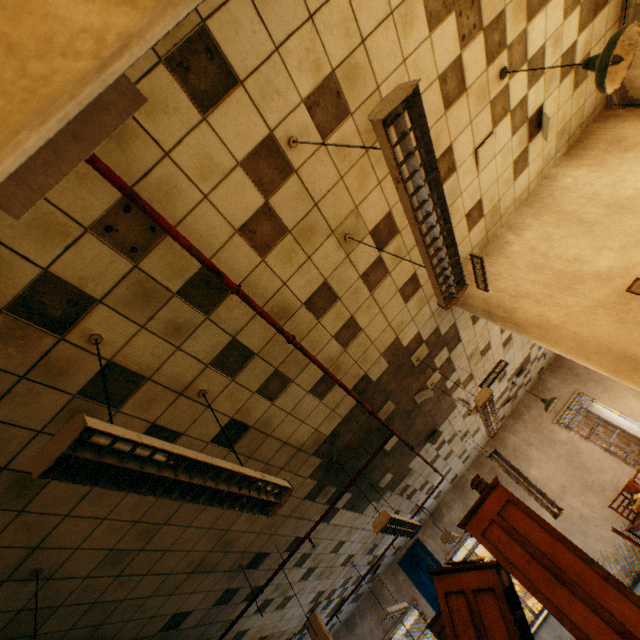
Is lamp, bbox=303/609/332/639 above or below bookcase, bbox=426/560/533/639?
above

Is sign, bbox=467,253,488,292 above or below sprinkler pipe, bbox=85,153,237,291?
below

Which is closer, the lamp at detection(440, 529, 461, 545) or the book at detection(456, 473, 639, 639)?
the book at detection(456, 473, 639, 639)

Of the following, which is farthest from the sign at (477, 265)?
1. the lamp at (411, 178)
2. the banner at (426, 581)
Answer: the banner at (426, 581)

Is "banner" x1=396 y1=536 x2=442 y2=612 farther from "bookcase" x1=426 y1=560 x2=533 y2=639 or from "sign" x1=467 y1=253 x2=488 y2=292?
"sign" x1=467 y1=253 x2=488 y2=292

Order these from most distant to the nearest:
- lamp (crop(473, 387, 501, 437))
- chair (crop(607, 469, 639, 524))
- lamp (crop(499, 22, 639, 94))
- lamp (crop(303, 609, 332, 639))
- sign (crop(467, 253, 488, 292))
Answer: chair (crop(607, 469, 639, 524)) < lamp (crop(303, 609, 332, 639)) < lamp (crop(473, 387, 501, 437)) < sign (crop(467, 253, 488, 292)) < lamp (crop(499, 22, 639, 94))

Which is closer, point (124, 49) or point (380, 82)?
point (124, 49)

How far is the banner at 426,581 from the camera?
8.9 meters
